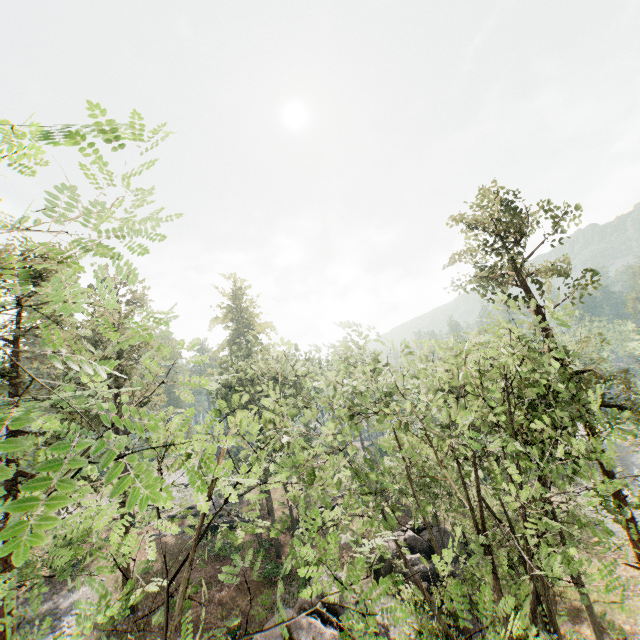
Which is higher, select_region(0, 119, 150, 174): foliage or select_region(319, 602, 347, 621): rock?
select_region(0, 119, 150, 174): foliage

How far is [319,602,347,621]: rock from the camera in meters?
16.7

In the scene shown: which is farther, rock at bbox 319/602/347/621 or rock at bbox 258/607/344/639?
rock at bbox 319/602/347/621

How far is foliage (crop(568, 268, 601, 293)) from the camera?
16.77m

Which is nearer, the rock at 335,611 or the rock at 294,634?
the rock at 294,634

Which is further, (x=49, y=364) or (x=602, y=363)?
(x=602, y=363)

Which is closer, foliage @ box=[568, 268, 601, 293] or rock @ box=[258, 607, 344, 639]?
rock @ box=[258, 607, 344, 639]

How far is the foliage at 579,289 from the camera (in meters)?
16.77
